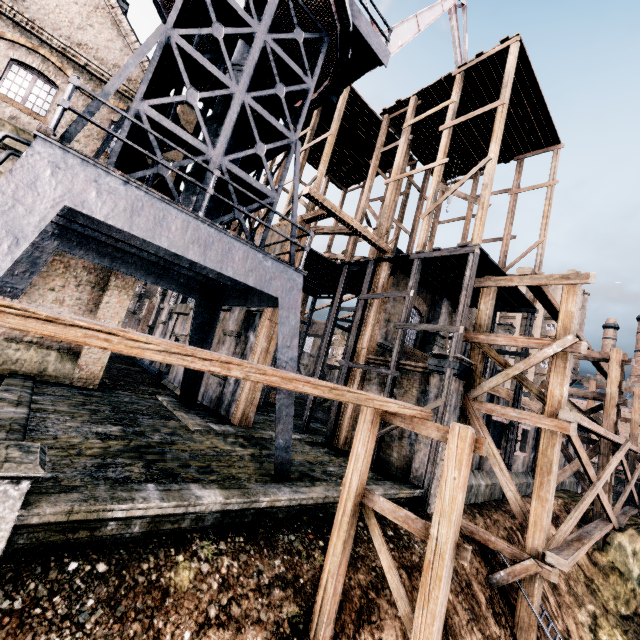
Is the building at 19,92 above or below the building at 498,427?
above

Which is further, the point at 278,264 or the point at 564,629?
the point at 564,629

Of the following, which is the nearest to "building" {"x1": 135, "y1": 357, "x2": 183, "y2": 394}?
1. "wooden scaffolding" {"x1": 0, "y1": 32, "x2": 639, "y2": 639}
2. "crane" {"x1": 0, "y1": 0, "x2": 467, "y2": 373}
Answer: "wooden scaffolding" {"x1": 0, "y1": 32, "x2": 639, "y2": 639}

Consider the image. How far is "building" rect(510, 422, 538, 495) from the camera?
20.05m

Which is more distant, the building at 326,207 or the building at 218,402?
the building at 218,402

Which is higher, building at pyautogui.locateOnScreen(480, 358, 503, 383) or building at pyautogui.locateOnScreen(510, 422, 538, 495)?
building at pyautogui.locateOnScreen(480, 358, 503, 383)

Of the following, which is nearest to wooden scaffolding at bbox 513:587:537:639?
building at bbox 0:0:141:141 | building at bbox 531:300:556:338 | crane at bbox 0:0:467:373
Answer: building at bbox 0:0:141:141
